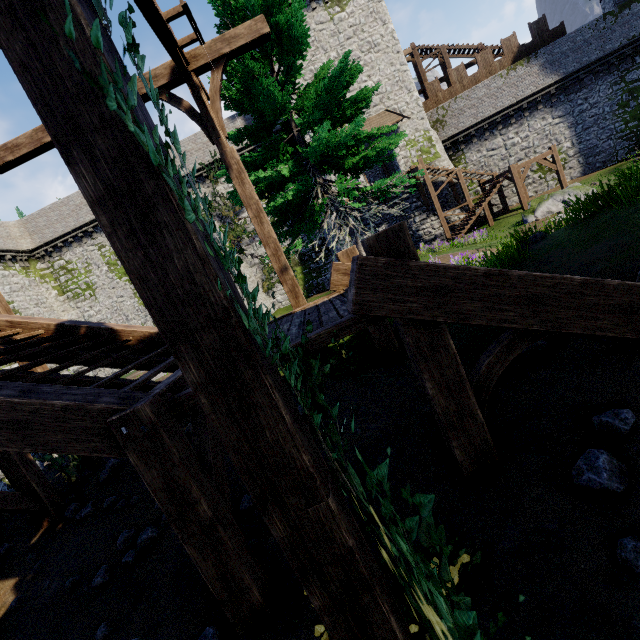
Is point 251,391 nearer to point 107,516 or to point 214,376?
point 214,376

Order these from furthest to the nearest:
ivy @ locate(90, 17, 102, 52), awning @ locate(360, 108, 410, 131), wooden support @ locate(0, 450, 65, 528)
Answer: awning @ locate(360, 108, 410, 131) → wooden support @ locate(0, 450, 65, 528) → ivy @ locate(90, 17, 102, 52)

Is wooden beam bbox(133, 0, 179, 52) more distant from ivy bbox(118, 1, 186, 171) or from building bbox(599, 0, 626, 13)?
building bbox(599, 0, 626, 13)

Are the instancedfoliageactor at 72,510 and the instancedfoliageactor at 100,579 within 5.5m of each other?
yes

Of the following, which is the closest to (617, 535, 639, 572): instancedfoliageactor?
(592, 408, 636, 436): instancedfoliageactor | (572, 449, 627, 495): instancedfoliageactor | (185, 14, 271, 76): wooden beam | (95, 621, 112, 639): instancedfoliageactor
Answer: (572, 449, 627, 495): instancedfoliageactor

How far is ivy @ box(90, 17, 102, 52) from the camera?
0.8m

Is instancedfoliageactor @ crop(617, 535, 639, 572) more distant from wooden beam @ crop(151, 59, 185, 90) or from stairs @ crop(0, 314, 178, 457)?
wooden beam @ crop(151, 59, 185, 90)

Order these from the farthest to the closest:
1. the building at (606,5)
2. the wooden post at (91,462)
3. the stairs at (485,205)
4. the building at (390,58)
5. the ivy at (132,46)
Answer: the building at (606,5)
the building at (390,58)
the stairs at (485,205)
the wooden post at (91,462)
the ivy at (132,46)
